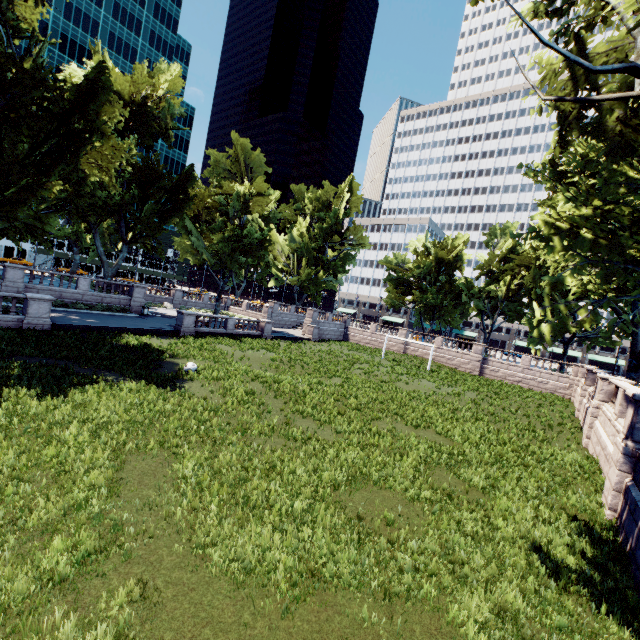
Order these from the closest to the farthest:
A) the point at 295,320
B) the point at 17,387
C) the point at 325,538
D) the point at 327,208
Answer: the point at 325,538
the point at 17,387
the point at 295,320
the point at 327,208

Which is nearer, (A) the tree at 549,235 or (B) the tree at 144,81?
(A) the tree at 549,235

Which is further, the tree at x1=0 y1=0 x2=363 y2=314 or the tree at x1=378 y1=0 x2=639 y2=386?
the tree at x1=0 y1=0 x2=363 y2=314
